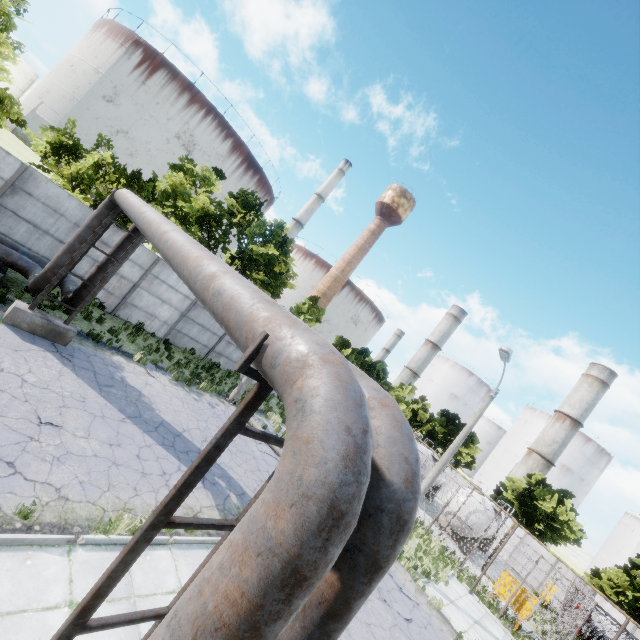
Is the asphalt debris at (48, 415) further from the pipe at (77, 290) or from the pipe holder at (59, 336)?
the pipe at (77, 290)

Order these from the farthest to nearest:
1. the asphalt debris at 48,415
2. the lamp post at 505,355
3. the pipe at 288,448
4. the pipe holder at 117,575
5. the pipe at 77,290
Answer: the lamp post at 505,355 < the pipe at 77,290 < the asphalt debris at 48,415 < the pipe holder at 117,575 < the pipe at 288,448

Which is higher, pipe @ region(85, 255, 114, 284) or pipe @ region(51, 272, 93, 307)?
pipe @ region(85, 255, 114, 284)

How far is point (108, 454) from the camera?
7.87m

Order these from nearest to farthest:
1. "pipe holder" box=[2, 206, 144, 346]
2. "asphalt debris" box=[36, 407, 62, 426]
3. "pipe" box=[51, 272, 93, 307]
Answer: "asphalt debris" box=[36, 407, 62, 426]
"pipe holder" box=[2, 206, 144, 346]
"pipe" box=[51, 272, 93, 307]

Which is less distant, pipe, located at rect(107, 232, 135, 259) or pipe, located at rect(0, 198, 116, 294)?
pipe, located at rect(0, 198, 116, 294)

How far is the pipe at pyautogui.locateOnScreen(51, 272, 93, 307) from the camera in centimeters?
1076cm

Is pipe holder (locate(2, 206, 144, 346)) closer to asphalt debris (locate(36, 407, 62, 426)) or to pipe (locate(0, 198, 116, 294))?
pipe (locate(0, 198, 116, 294))
